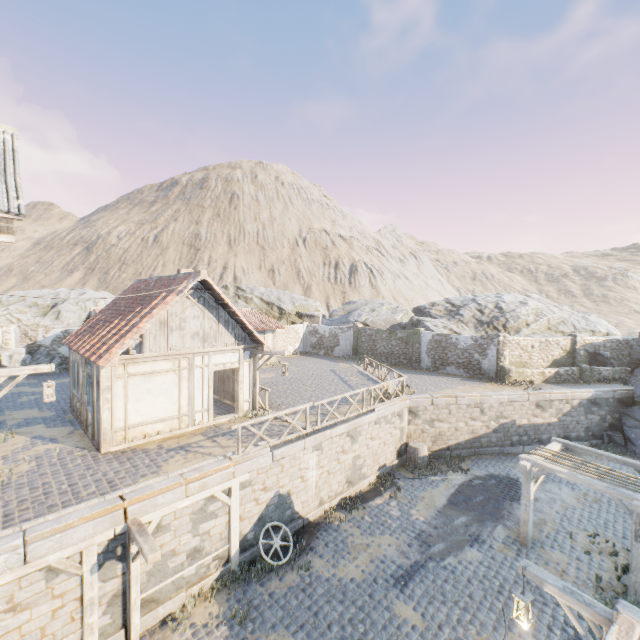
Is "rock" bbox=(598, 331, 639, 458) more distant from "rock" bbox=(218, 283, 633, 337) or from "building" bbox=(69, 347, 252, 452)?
"building" bbox=(69, 347, 252, 452)

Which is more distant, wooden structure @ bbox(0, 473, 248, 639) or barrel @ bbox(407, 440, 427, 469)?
barrel @ bbox(407, 440, 427, 469)

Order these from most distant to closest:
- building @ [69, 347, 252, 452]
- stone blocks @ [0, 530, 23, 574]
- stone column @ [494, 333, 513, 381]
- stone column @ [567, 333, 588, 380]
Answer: stone column @ [567, 333, 588, 380], stone column @ [494, 333, 513, 381], building @ [69, 347, 252, 452], stone blocks @ [0, 530, 23, 574]

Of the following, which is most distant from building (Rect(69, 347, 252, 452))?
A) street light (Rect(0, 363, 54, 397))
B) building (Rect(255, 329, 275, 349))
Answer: building (Rect(255, 329, 275, 349))

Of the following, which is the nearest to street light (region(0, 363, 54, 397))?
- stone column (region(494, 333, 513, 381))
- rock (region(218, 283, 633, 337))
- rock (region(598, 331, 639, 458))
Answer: rock (region(218, 283, 633, 337))

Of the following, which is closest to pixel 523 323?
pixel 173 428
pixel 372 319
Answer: pixel 372 319

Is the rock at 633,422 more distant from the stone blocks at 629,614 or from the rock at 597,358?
the rock at 597,358

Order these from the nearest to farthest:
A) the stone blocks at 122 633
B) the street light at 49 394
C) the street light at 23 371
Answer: the stone blocks at 122 633 → the street light at 23 371 → the street light at 49 394
